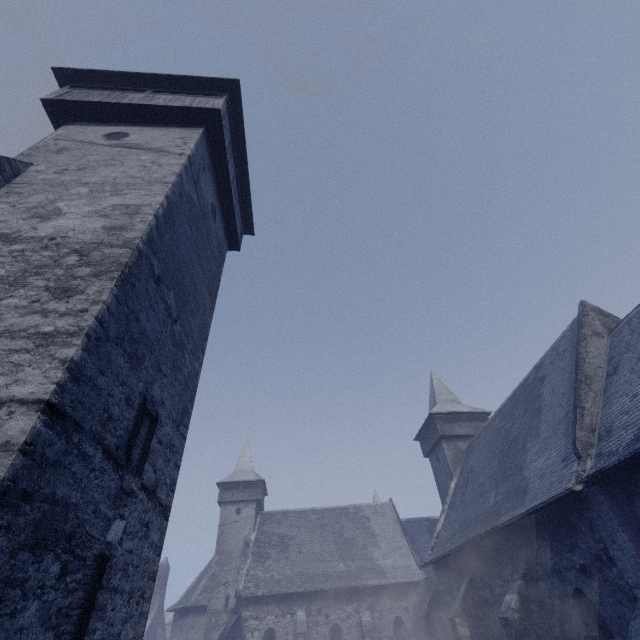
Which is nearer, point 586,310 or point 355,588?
point 586,310
